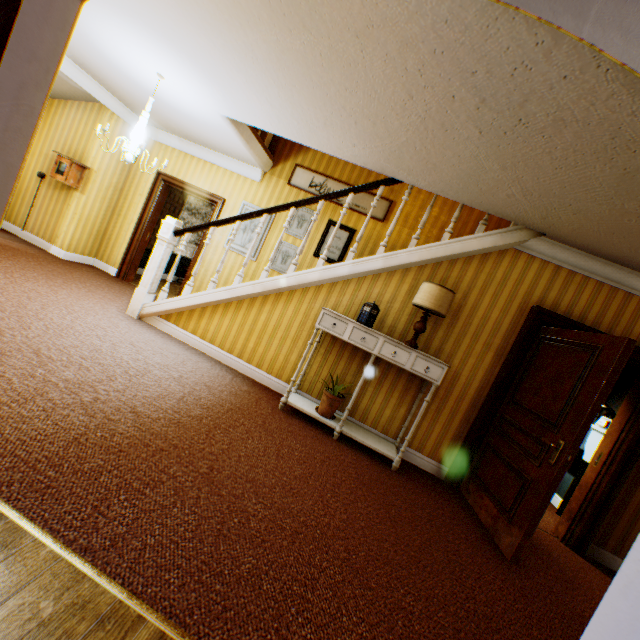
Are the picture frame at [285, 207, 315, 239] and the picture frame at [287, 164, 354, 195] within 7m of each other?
yes

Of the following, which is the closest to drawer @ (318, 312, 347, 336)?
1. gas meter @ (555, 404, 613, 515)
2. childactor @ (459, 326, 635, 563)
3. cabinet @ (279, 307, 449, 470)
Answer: cabinet @ (279, 307, 449, 470)

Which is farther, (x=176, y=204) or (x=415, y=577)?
(x=176, y=204)

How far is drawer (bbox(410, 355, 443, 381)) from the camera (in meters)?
3.58

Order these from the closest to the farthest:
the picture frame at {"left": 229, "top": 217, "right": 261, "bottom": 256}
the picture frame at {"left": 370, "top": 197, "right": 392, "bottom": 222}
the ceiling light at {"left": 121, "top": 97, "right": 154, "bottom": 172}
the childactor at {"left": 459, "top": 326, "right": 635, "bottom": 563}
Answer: the childactor at {"left": 459, "top": 326, "right": 635, "bottom": 563}, the ceiling light at {"left": 121, "top": 97, "right": 154, "bottom": 172}, the picture frame at {"left": 370, "top": 197, "right": 392, "bottom": 222}, the picture frame at {"left": 229, "top": 217, "right": 261, "bottom": 256}

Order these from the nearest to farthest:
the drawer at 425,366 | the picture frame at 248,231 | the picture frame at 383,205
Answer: the drawer at 425,366 < the picture frame at 383,205 < the picture frame at 248,231

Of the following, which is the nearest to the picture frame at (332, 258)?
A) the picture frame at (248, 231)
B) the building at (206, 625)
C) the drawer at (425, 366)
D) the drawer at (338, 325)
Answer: the building at (206, 625)

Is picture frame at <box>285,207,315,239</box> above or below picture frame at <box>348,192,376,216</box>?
below
